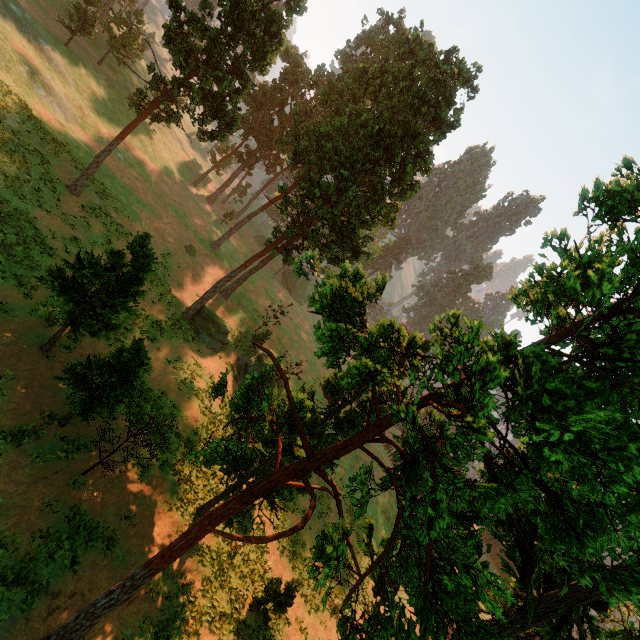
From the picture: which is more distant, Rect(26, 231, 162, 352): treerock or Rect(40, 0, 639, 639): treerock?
Rect(26, 231, 162, 352): treerock

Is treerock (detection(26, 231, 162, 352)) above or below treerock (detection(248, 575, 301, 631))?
above

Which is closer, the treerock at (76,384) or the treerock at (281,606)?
the treerock at (76,384)

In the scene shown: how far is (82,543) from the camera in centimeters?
1307cm

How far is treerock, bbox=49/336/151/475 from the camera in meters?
14.1 m
